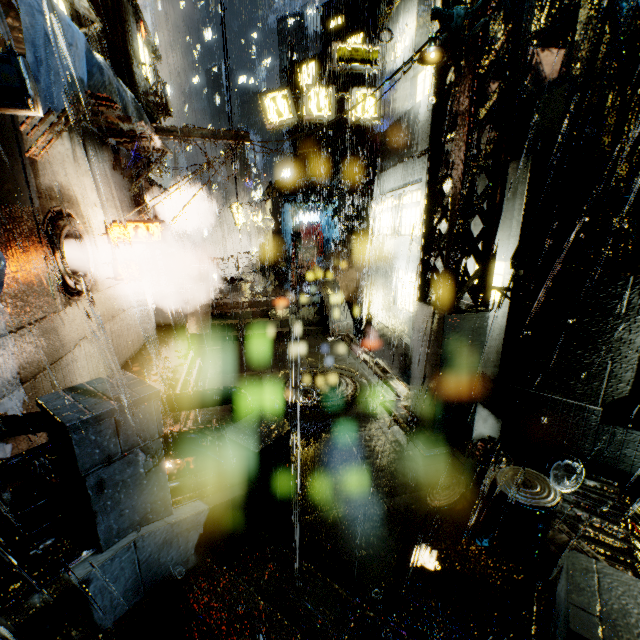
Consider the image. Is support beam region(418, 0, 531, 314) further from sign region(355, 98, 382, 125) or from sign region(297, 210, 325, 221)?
sign region(297, 210, 325, 221)

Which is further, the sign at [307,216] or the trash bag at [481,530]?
the sign at [307,216]

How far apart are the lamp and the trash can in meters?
6.6 m

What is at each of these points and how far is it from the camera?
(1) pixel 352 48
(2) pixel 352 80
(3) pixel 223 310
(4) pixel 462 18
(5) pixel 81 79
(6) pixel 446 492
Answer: (1) sign, 14.02m
(2) building, 34.50m
(3) stairs, 15.28m
(4) lamp post, 5.66m
(5) cloth, 6.32m
(6) trash can lid, 5.54m

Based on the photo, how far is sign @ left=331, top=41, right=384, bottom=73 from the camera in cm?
1397

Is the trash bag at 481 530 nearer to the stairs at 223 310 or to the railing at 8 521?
the railing at 8 521

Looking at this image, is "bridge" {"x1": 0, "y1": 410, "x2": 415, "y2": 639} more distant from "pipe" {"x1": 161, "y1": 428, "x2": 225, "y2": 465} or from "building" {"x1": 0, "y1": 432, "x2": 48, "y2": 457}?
"pipe" {"x1": 161, "y1": 428, "x2": 225, "y2": 465}

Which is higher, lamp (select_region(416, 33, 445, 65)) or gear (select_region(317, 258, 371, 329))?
lamp (select_region(416, 33, 445, 65))
